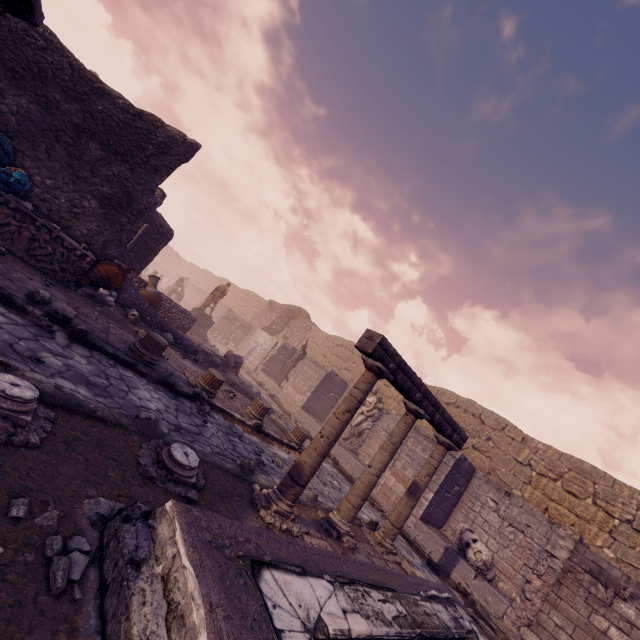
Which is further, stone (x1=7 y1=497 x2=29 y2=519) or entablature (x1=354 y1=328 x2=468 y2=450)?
entablature (x1=354 y1=328 x2=468 y2=450)

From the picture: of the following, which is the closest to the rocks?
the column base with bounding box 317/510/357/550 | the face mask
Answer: the face mask

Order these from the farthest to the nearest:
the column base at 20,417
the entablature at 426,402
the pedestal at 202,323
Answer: the pedestal at 202,323
the entablature at 426,402
the column base at 20,417

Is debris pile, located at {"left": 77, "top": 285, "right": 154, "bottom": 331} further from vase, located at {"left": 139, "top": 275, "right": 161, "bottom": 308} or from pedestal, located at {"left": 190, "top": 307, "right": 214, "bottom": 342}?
pedestal, located at {"left": 190, "top": 307, "right": 214, "bottom": 342}

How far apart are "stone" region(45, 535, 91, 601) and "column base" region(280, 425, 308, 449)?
7.1m

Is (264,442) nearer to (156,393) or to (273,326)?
(156,393)

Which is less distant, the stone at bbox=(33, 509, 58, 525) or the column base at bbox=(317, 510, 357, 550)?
the stone at bbox=(33, 509, 58, 525)

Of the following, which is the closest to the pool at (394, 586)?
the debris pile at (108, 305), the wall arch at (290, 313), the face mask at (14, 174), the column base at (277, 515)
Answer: the column base at (277, 515)
